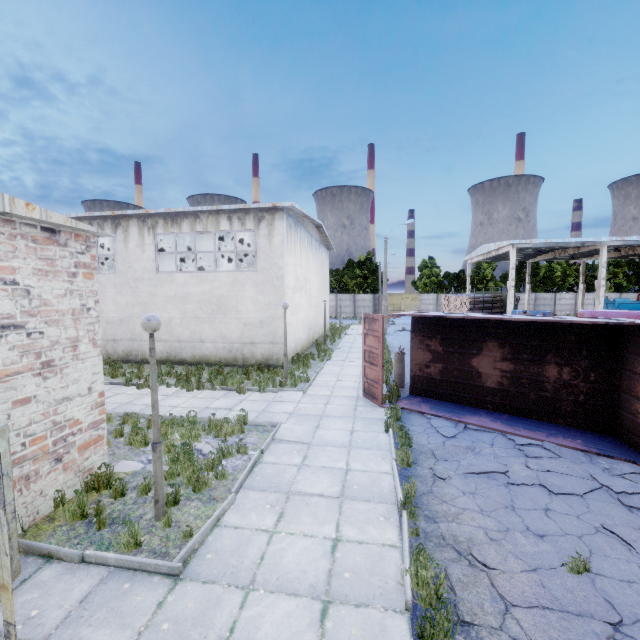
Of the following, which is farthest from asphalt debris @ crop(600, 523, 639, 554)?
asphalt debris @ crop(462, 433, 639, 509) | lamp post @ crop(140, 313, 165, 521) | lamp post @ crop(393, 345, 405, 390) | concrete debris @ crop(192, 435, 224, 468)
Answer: lamp post @ crop(393, 345, 405, 390)

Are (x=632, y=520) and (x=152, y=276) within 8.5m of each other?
no

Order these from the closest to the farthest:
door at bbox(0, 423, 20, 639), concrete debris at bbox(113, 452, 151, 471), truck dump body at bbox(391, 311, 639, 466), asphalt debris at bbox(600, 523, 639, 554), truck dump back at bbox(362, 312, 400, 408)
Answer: door at bbox(0, 423, 20, 639) → asphalt debris at bbox(600, 523, 639, 554) → concrete debris at bbox(113, 452, 151, 471) → truck dump body at bbox(391, 311, 639, 466) → truck dump back at bbox(362, 312, 400, 408)

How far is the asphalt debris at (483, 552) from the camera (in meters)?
3.92

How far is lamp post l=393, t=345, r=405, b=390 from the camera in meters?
12.7

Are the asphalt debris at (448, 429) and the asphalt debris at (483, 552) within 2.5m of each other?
no

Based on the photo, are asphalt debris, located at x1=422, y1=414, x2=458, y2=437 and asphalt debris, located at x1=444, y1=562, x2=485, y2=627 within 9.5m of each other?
yes

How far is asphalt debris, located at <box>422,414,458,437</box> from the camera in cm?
850
